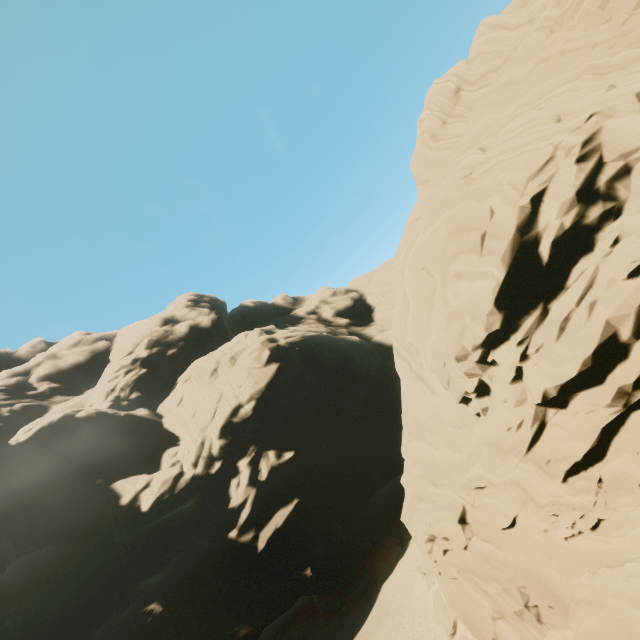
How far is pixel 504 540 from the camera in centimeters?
1734cm
